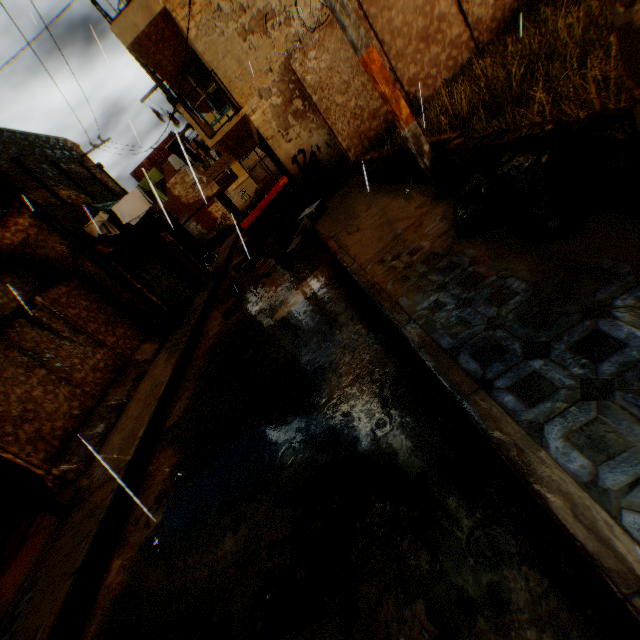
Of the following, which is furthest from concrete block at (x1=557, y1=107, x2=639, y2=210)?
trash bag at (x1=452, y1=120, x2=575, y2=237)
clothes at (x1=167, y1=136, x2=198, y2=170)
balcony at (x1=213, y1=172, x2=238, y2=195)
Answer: balcony at (x1=213, y1=172, x2=238, y2=195)

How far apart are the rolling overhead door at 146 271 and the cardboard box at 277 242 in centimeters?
8cm

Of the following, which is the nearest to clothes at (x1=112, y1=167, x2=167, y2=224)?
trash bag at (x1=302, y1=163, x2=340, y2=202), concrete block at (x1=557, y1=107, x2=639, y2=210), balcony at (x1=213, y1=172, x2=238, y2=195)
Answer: concrete block at (x1=557, y1=107, x2=639, y2=210)

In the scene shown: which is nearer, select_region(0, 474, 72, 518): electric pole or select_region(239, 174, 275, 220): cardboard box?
select_region(0, 474, 72, 518): electric pole

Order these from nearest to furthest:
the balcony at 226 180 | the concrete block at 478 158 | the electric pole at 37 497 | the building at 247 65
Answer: the concrete block at 478 158, the electric pole at 37 497, the building at 247 65, the balcony at 226 180

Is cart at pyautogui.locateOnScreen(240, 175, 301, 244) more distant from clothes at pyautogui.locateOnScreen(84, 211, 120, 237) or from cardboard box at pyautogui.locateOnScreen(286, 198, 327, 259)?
clothes at pyautogui.locateOnScreen(84, 211, 120, 237)

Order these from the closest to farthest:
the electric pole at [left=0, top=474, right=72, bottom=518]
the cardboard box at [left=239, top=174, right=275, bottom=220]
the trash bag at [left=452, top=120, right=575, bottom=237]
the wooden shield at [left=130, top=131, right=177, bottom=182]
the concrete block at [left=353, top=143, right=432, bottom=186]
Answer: the trash bag at [left=452, top=120, right=575, bottom=237] < the electric pole at [left=0, top=474, right=72, bottom=518] < the concrete block at [left=353, top=143, right=432, bottom=186] < the cardboard box at [left=239, top=174, right=275, bottom=220] < the wooden shield at [left=130, top=131, right=177, bottom=182]

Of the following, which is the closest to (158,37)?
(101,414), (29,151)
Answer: (29,151)
